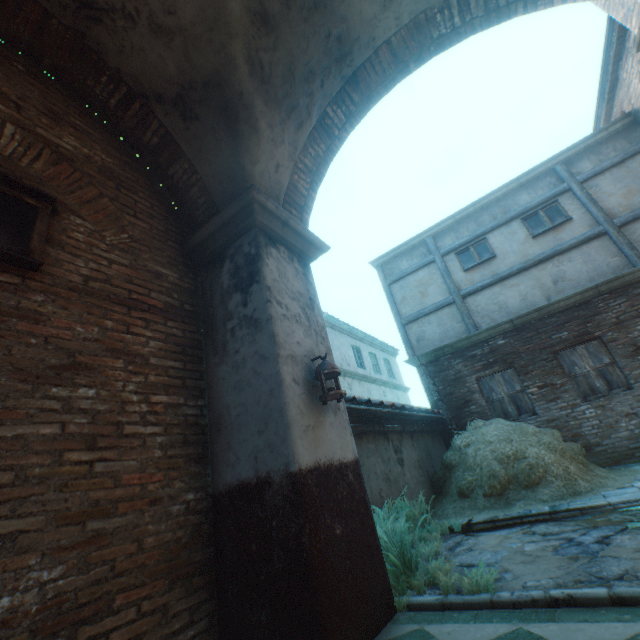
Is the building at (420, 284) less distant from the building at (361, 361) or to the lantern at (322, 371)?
the lantern at (322, 371)

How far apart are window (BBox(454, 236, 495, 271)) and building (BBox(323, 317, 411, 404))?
6.25m

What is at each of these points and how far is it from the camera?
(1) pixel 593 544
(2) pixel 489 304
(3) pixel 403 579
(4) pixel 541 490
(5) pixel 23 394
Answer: (1) ground stones, 3.1m
(2) building, 9.5m
(3) plants, 3.1m
(4) straw pile, 5.3m
(5) building, 2.1m

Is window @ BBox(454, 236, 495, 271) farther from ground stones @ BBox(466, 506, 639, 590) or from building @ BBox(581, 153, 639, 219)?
ground stones @ BBox(466, 506, 639, 590)

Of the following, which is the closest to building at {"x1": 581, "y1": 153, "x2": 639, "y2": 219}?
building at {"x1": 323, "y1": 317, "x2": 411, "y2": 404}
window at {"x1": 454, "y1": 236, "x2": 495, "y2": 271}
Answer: window at {"x1": 454, "y1": 236, "x2": 495, "y2": 271}

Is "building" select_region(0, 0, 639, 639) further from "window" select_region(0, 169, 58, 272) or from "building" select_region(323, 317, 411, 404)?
"building" select_region(323, 317, 411, 404)

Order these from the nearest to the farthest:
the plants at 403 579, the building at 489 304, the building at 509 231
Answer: the plants at 403 579 < the building at 489 304 < the building at 509 231

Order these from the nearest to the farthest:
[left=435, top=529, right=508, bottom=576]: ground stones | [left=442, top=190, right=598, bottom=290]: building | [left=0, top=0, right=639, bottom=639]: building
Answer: [left=0, top=0, right=639, bottom=639]: building, [left=435, top=529, right=508, bottom=576]: ground stones, [left=442, top=190, right=598, bottom=290]: building
